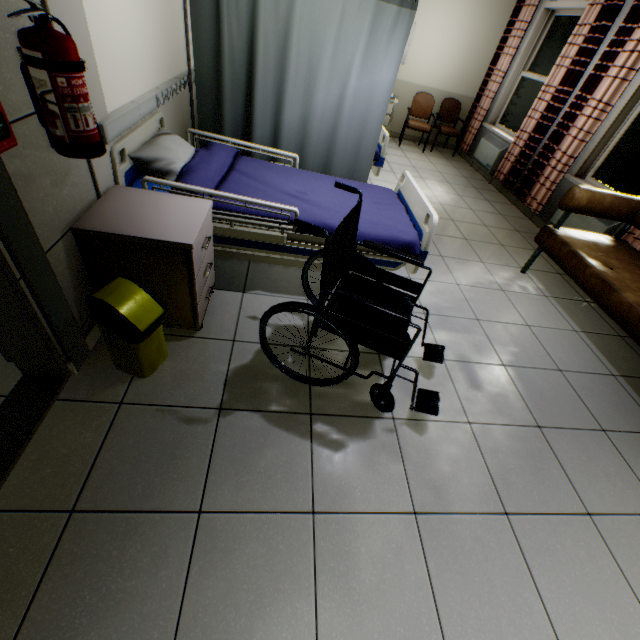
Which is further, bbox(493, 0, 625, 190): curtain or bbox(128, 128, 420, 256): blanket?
bbox(493, 0, 625, 190): curtain

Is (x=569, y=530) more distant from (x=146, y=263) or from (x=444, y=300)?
(x=146, y=263)

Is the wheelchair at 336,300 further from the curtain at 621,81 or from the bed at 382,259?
the curtain at 621,81

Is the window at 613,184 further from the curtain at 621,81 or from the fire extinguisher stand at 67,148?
the fire extinguisher stand at 67,148

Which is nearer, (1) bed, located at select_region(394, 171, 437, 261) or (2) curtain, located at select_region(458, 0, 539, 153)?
(1) bed, located at select_region(394, 171, 437, 261)

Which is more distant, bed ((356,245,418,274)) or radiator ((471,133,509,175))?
radiator ((471,133,509,175))

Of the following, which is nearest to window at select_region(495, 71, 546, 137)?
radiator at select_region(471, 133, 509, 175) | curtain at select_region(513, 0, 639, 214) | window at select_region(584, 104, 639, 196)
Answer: radiator at select_region(471, 133, 509, 175)

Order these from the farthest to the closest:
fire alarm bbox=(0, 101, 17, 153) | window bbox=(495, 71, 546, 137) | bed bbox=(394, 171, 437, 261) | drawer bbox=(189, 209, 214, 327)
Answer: window bbox=(495, 71, 546, 137) < bed bbox=(394, 171, 437, 261) < drawer bbox=(189, 209, 214, 327) < fire alarm bbox=(0, 101, 17, 153)
